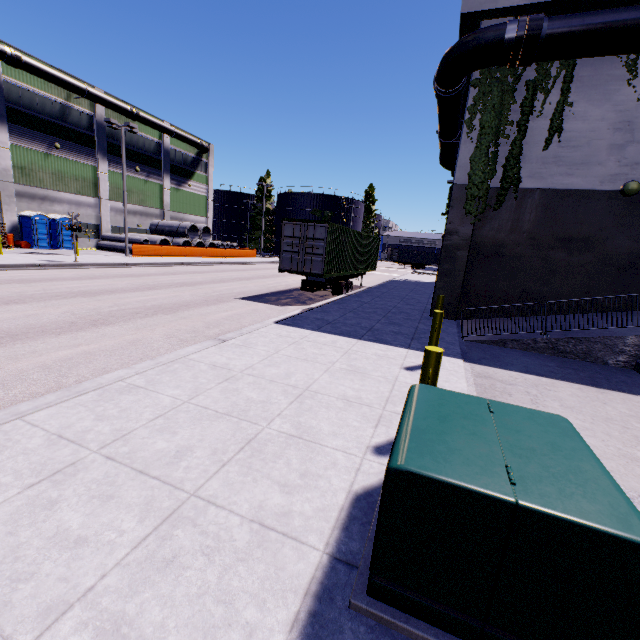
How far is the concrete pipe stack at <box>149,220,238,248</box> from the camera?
35.66m

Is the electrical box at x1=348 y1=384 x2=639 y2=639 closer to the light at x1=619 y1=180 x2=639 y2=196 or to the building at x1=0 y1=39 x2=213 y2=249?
the building at x1=0 y1=39 x2=213 y2=249

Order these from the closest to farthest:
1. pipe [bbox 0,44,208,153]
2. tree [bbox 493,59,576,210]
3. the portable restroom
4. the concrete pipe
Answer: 1. tree [bbox 493,59,576,210]
2. pipe [bbox 0,44,208,153]
3. the portable restroom
4. the concrete pipe

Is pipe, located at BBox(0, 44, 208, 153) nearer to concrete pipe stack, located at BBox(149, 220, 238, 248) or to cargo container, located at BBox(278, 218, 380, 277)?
concrete pipe stack, located at BBox(149, 220, 238, 248)

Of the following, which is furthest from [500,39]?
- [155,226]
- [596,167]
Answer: [155,226]

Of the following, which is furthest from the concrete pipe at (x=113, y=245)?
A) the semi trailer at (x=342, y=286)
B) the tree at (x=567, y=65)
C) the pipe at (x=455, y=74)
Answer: the pipe at (x=455, y=74)

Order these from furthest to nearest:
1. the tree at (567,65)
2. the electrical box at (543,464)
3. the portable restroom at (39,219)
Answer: the portable restroom at (39,219) → the tree at (567,65) → the electrical box at (543,464)

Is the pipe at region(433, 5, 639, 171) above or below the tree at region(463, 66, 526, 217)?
above
